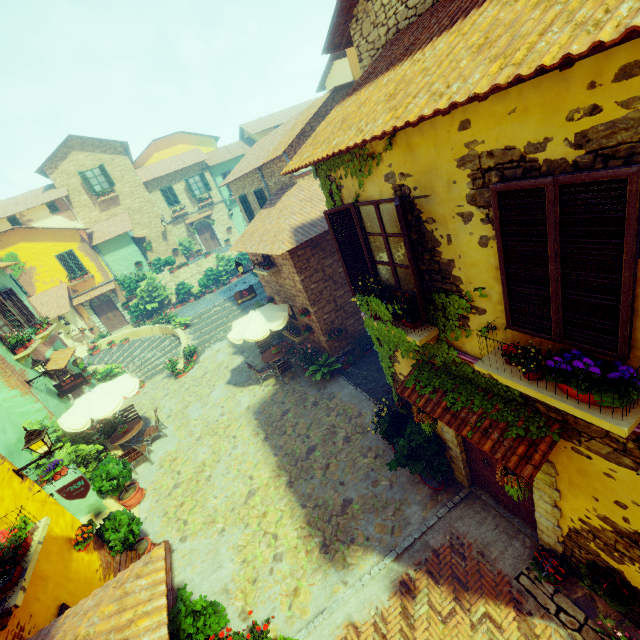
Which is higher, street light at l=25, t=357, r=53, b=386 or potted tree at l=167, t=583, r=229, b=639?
street light at l=25, t=357, r=53, b=386

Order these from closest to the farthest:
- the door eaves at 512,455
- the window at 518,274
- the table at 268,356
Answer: the window at 518,274 → the door eaves at 512,455 → the table at 268,356

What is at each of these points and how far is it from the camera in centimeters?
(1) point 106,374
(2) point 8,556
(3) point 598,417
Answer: (1) flower pot, 1622cm
(2) flower pot, 451cm
(3) window sill, 292cm

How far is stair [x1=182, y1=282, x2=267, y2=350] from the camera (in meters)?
18.61

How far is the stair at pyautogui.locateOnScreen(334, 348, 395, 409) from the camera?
10.1 meters

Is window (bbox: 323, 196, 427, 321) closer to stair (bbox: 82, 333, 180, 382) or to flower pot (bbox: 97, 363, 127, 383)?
flower pot (bbox: 97, 363, 127, 383)

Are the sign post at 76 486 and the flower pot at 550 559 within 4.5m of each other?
no

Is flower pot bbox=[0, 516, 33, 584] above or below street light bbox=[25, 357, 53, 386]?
below
